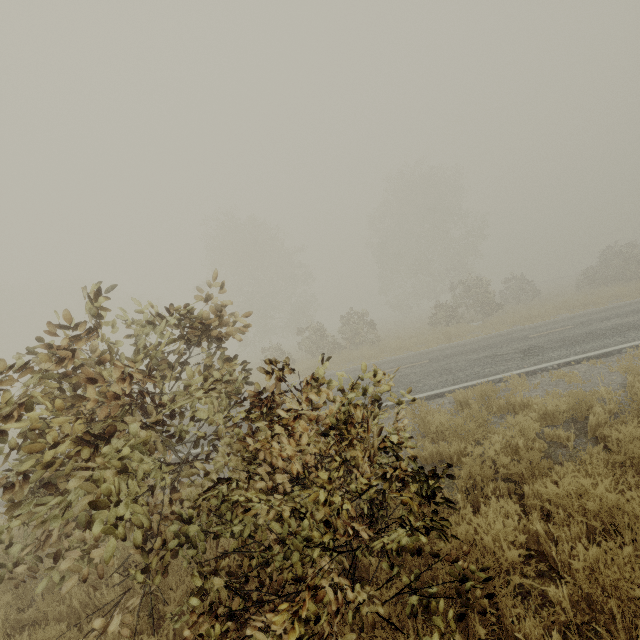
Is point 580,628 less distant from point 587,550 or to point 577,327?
point 587,550

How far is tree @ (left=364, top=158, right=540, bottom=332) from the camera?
24.53m

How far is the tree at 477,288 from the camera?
24.5 meters
